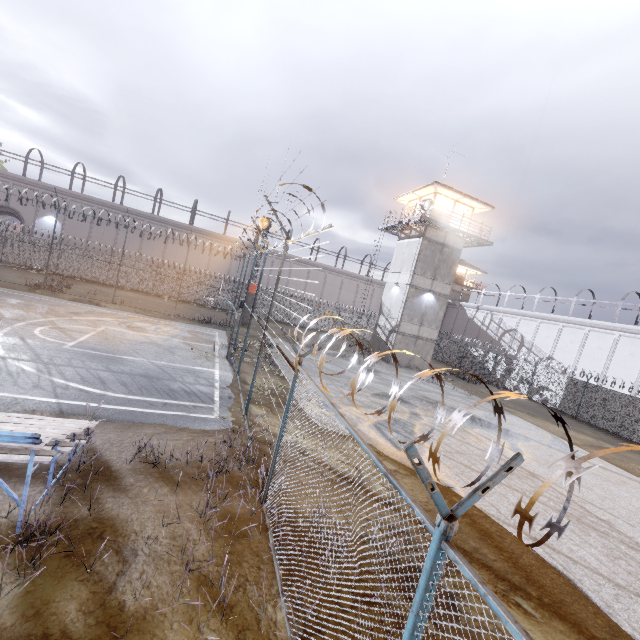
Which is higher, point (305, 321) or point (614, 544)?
point (305, 321)

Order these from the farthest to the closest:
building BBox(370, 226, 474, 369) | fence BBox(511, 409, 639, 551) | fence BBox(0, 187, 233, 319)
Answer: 1. fence BBox(0, 187, 233, 319)
2. building BBox(370, 226, 474, 369)
3. fence BBox(511, 409, 639, 551)

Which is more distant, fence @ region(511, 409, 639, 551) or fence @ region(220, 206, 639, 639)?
fence @ region(220, 206, 639, 639)

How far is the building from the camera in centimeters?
2645cm

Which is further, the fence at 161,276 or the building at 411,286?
the fence at 161,276

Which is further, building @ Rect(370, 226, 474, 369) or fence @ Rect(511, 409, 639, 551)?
building @ Rect(370, 226, 474, 369)

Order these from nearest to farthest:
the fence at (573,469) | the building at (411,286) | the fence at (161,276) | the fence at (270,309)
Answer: the fence at (573,469), the fence at (270,309), the building at (411,286), the fence at (161,276)
